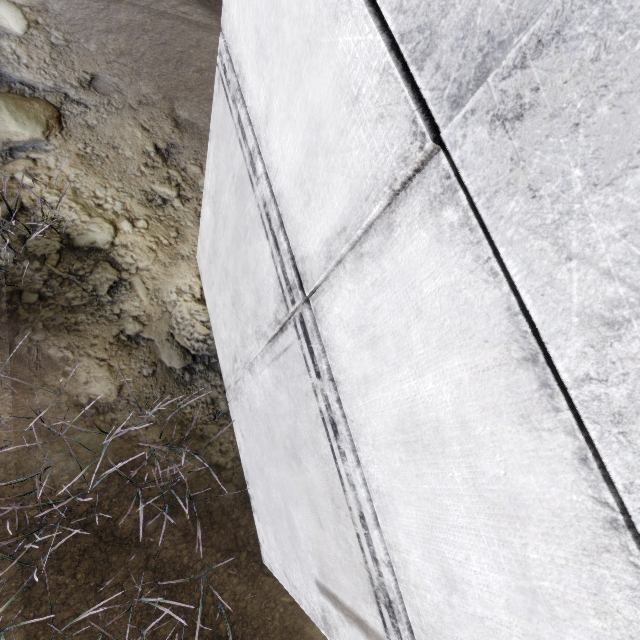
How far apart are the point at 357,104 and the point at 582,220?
0.8m
